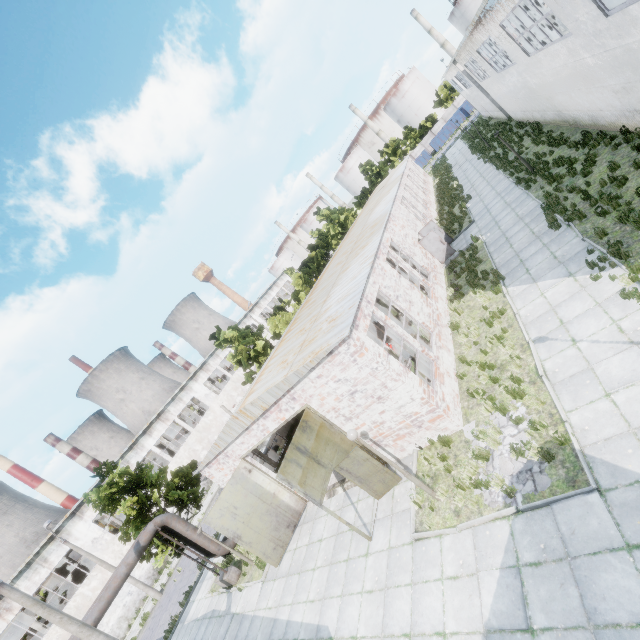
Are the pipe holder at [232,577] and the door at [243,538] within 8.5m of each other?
yes

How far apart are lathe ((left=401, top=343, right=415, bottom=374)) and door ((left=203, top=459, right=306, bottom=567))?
7.5 meters

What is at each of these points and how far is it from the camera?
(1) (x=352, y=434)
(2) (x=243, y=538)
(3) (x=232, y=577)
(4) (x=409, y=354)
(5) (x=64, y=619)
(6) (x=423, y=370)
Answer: (1) lamp post, 8.7 meters
(2) door, 13.7 meters
(3) pipe holder, 16.3 meters
(4) lathe, 13.7 meters
(5) lamp post, 10.5 meters
(6) lathe, 13.5 meters

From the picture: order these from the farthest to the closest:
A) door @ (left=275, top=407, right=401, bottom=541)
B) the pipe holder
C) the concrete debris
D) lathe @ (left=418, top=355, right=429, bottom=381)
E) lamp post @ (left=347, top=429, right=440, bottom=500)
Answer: the pipe holder → lathe @ (left=418, top=355, right=429, bottom=381) → door @ (left=275, top=407, right=401, bottom=541) → lamp post @ (left=347, top=429, right=440, bottom=500) → the concrete debris

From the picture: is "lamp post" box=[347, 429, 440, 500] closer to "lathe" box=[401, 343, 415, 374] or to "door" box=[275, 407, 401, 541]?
"door" box=[275, 407, 401, 541]

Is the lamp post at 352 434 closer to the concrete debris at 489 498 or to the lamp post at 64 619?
the concrete debris at 489 498

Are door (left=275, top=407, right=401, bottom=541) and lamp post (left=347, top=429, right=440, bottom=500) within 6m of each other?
yes

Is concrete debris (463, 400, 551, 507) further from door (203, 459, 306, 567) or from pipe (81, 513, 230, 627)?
pipe (81, 513, 230, 627)
